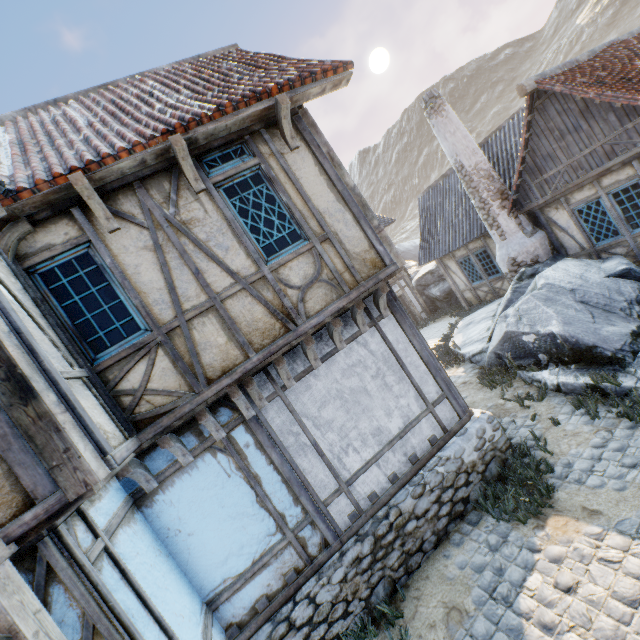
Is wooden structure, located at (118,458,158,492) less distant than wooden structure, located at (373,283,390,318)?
Yes

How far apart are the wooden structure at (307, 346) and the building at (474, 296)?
10.42m

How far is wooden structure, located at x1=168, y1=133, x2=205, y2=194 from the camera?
3.9 meters

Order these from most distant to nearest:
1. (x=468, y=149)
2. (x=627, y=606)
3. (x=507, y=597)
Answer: (x=468, y=149)
(x=507, y=597)
(x=627, y=606)

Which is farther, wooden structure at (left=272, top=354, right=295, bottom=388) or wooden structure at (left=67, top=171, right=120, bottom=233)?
wooden structure at (left=272, top=354, right=295, bottom=388)

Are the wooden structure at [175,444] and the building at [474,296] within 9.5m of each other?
no

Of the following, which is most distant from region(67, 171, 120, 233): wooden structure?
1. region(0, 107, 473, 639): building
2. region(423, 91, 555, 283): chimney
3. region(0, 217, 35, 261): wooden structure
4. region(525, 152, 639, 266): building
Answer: region(525, 152, 639, 266): building

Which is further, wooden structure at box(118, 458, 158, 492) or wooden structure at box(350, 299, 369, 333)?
wooden structure at box(350, 299, 369, 333)
